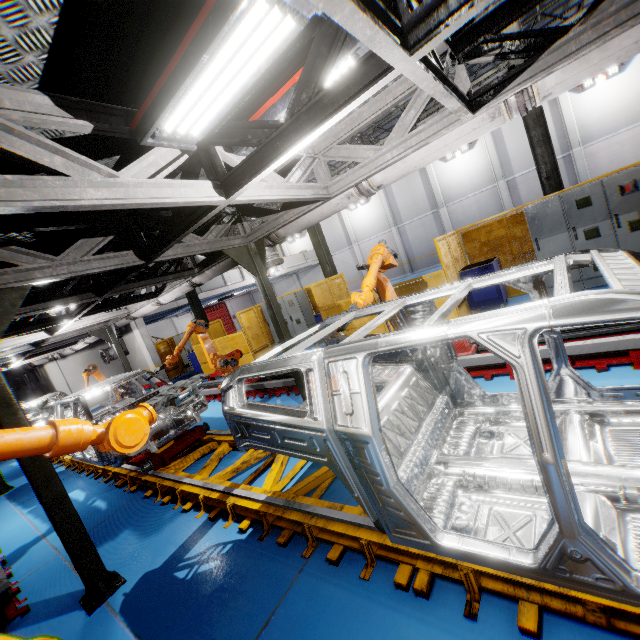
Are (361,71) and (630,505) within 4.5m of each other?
yes

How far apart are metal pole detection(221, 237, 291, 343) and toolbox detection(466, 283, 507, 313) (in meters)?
4.70

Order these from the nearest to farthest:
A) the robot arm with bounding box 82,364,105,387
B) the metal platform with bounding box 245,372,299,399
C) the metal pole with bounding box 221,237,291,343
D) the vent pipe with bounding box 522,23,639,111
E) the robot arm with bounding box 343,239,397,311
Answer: the vent pipe with bounding box 522,23,639,111 → the robot arm with bounding box 343,239,397,311 → the metal pole with bounding box 221,237,291,343 → the metal platform with bounding box 245,372,299,399 → the robot arm with bounding box 82,364,105,387

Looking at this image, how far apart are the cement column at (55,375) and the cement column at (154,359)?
4.4m

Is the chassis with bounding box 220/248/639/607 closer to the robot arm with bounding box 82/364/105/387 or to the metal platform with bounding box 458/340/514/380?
the robot arm with bounding box 82/364/105/387

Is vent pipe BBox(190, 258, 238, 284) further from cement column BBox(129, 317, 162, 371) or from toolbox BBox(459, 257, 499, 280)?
toolbox BBox(459, 257, 499, 280)

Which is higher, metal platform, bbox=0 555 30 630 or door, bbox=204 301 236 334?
door, bbox=204 301 236 334

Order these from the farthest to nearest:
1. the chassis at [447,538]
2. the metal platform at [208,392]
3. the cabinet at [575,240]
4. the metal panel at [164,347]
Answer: the metal panel at [164,347] < the metal platform at [208,392] < the cabinet at [575,240] < the chassis at [447,538]
